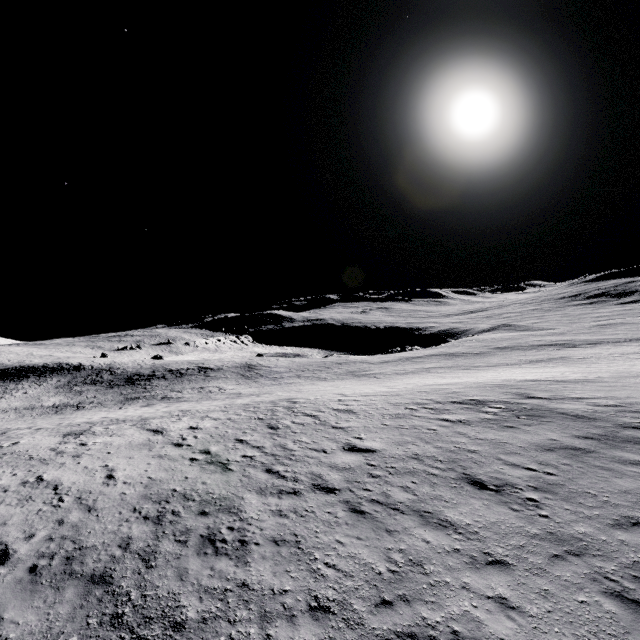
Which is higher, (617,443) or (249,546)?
(249,546)
